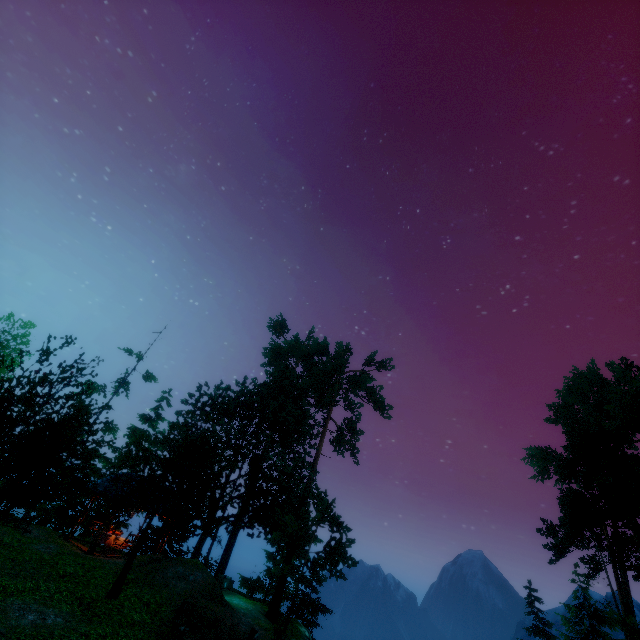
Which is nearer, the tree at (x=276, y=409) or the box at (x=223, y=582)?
the tree at (x=276, y=409)

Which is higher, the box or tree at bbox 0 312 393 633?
tree at bbox 0 312 393 633

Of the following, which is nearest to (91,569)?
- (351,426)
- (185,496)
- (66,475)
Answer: (185,496)

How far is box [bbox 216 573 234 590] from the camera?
23.03m

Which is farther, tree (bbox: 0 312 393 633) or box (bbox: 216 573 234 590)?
box (bbox: 216 573 234 590)

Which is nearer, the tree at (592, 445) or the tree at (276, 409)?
the tree at (276, 409)

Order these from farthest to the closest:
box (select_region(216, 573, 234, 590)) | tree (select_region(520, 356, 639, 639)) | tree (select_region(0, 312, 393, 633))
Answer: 1. box (select_region(216, 573, 234, 590))
2. tree (select_region(520, 356, 639, 639))
3. tree (select_region(0, 312, 393, 633))
